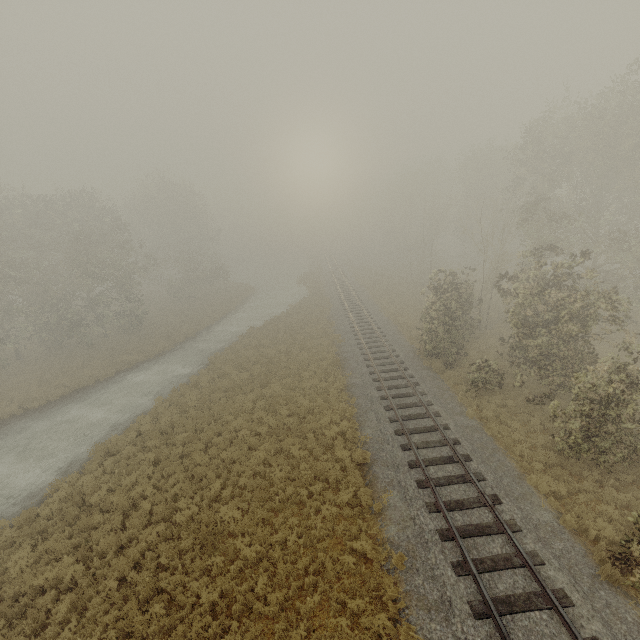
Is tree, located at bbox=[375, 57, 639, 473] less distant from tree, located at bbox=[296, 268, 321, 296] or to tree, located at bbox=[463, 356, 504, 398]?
tree, located at bbox=[463, 356, 504, 398]

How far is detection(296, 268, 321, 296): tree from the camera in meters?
44.2

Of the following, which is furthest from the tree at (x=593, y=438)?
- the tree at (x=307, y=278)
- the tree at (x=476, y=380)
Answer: the tree at (x=307, y=278)

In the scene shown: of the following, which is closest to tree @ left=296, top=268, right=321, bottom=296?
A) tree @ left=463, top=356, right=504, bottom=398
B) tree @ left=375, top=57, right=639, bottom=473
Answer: tree @ left=375, top=57, right=639, bottom=473

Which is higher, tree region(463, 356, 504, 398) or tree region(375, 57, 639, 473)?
tree region(375, 57, 639, 473)

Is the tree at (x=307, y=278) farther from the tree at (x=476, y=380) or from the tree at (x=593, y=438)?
the tree at (x=476, y=380)

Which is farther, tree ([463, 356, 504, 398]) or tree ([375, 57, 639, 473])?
tree ([463, 356, 504, 398])

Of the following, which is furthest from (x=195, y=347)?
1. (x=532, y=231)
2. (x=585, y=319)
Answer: (x=532, y=231)
